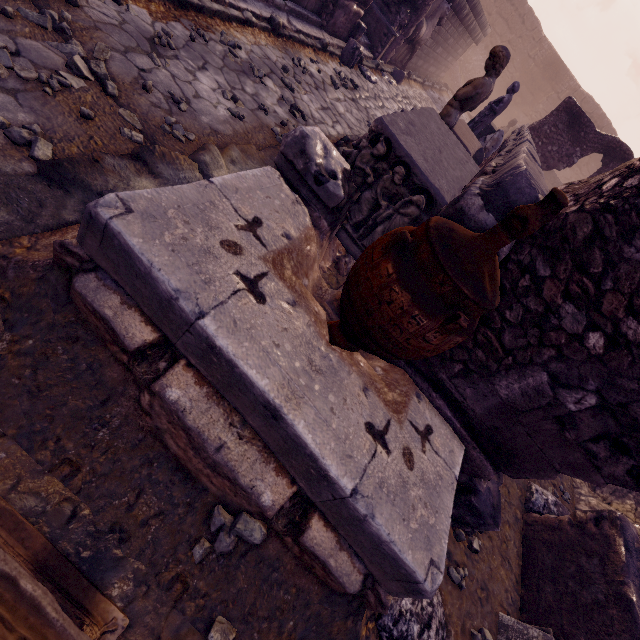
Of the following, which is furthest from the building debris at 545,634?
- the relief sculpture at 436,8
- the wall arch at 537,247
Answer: the relief sculpture at 436,8

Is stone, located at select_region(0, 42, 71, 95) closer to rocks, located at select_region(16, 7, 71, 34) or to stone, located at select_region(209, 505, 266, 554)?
rocks, located at select_region(16, 7, 71, 34)

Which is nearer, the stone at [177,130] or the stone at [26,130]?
the stone at [26,130]

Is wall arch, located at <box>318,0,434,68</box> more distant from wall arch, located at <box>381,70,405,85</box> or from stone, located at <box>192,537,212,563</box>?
stone, located at <box>192,537,212,563</box>

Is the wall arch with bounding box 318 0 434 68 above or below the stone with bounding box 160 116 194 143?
above

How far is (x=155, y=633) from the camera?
1.5m

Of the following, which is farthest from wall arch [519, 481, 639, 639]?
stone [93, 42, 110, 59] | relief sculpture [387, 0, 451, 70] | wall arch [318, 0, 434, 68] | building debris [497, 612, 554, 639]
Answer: wall arch [318, 0, 434, 68]

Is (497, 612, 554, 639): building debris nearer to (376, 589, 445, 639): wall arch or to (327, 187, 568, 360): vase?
(376, 589, 445, 639): wall arch
